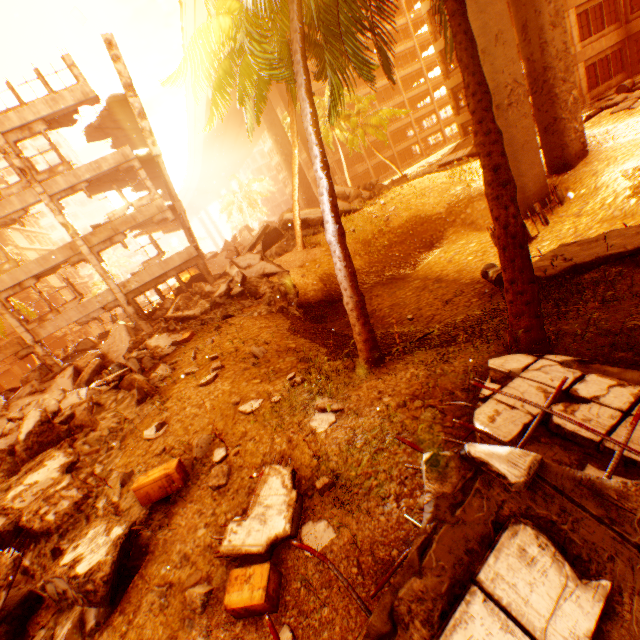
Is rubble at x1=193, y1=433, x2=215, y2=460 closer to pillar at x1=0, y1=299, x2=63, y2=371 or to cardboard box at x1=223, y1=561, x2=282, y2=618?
cardboard box at x1=223, y1=561, x2=282, y2=618

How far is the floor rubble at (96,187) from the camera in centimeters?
1870cm

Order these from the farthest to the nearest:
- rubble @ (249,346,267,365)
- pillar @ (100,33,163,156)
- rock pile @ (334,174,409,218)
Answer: rock pile @ (334,174,409,218) → pillar @ (100,33,163,156) → rubble @ (249,346,267,365)

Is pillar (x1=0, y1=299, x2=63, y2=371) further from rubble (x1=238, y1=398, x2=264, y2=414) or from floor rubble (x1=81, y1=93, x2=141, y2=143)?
rubble (x1=238, y1=398, x2=264, y2=414)

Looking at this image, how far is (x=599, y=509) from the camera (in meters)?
2.08

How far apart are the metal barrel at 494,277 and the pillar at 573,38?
21.19m

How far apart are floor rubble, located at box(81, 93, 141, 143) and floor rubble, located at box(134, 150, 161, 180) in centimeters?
248cm

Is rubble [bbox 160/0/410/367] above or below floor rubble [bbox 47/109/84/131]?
below
